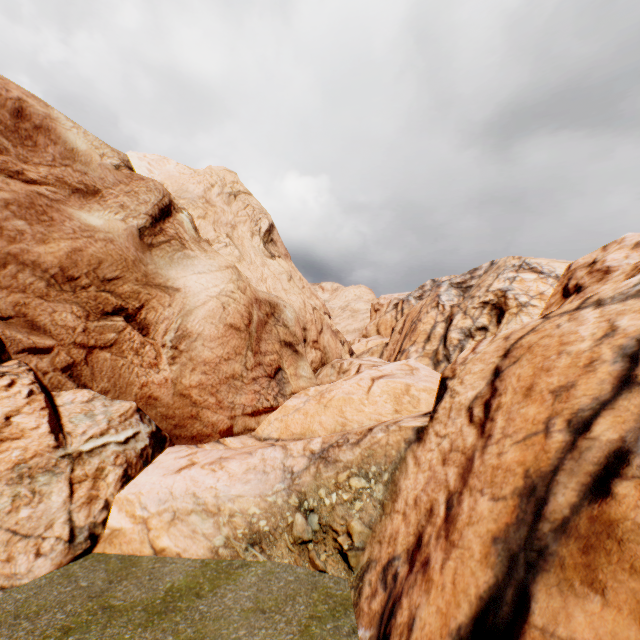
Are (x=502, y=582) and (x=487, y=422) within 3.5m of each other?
yes
